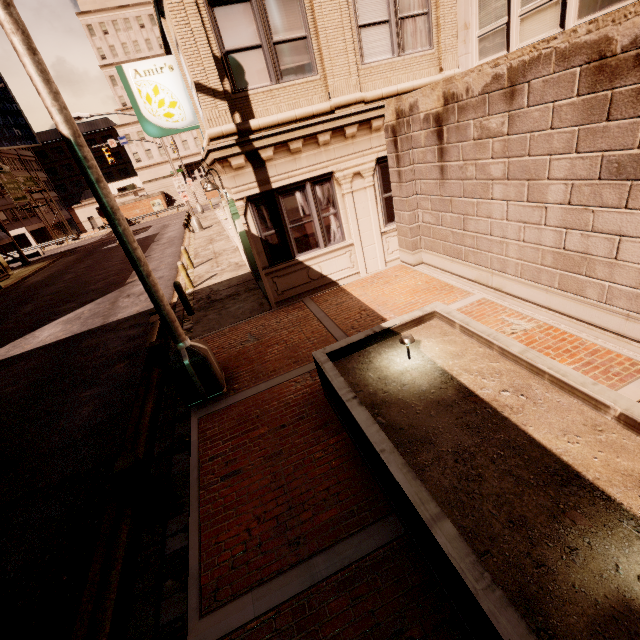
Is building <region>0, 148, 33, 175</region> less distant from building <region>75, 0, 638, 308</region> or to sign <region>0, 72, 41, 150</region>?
sign <region>0, 72, 41, 150</region>

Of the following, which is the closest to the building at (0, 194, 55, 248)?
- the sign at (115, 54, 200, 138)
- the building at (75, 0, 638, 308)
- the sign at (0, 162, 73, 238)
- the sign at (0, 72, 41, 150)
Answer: the sign at (0, 72, 41, 150)

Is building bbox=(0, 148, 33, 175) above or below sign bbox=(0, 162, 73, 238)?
above

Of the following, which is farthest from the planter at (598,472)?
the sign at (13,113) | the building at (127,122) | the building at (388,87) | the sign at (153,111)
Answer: the sign at (13,113)

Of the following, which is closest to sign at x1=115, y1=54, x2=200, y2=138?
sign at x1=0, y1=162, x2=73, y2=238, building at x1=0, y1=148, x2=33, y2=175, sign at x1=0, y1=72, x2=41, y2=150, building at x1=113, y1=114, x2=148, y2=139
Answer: sign at x1=0, y1=162, x2=73, y2=238

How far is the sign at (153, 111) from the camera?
9.02m

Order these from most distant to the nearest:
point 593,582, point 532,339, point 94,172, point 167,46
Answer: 1. point 167,46
2. point 532,339
3. point 94,172
4. point 593,582

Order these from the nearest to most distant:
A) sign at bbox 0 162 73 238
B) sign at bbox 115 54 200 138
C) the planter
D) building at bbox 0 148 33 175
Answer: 1. the planter
2. sign at bbox 115 54 200 138
3. sign at bbox 0 162 73 238
4. building at bbox 0 148 33 175
